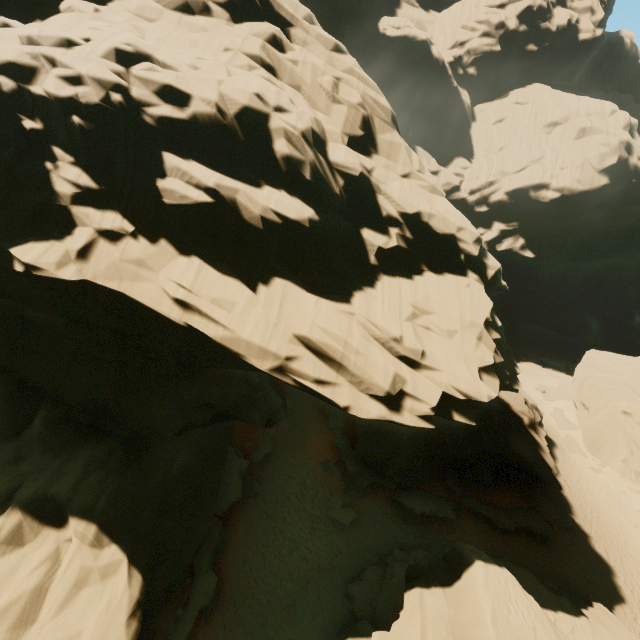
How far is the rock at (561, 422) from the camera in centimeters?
3662cm

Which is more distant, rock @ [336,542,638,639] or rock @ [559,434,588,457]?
rock @ [559,434,588,457]

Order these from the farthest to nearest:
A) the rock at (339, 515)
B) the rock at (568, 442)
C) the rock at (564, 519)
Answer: the rock at (568, 442), the rock at (564, 519), the rock at (339, 515)

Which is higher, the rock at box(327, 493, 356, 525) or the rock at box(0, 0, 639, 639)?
the rock at box(0, 0, 639, 639)

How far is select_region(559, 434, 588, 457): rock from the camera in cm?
3338

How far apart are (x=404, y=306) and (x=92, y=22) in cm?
1596

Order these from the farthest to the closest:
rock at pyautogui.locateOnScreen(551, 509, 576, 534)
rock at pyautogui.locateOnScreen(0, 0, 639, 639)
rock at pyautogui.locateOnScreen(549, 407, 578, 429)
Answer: rock at pyautogui.locateOnScreen(549, 407, 578, 429) < rock at pyautogui.locateOnScreen(551, 509, 576, 534) < rock at pyautogui.locateOnScreen(0, 0, 639, 639)
